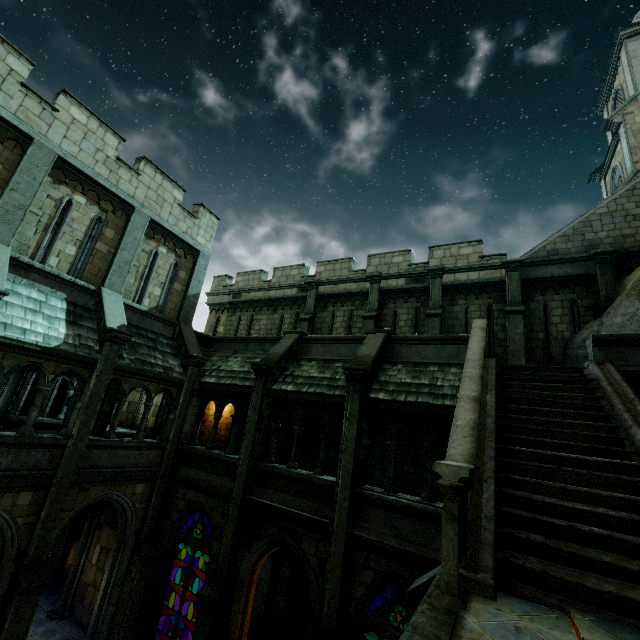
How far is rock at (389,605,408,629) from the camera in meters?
12.1

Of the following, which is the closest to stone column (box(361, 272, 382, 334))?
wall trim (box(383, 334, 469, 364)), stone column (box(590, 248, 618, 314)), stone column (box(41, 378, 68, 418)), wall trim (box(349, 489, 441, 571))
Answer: wall trim (box(383, 334, 469, 364))

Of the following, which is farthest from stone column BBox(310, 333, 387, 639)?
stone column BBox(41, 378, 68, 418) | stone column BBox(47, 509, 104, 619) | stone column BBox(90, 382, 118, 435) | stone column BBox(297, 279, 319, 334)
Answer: stone column BBox(41, 378, 68, 418)

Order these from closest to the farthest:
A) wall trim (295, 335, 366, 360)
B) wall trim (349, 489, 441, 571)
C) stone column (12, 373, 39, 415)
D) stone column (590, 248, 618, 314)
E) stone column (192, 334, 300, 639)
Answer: wall trim (349, 489, 441, 571) < stone column (192, 334, 300, 639) < stone column (590, 248, 618, 314) < wall trim (295, 335, 366, 360) < stone column (12, 373, 39, 415)

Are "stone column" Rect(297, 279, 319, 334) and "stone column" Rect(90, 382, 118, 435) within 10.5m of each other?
yes

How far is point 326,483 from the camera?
9.02m

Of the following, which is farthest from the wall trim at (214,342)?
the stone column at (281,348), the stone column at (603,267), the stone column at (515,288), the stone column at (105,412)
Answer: the stone column at (603,267)

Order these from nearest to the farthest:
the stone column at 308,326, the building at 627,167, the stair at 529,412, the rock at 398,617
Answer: the stair at 529,412 < the rock at 398,617 < the stone column at 308,326 < the building at 627,167
